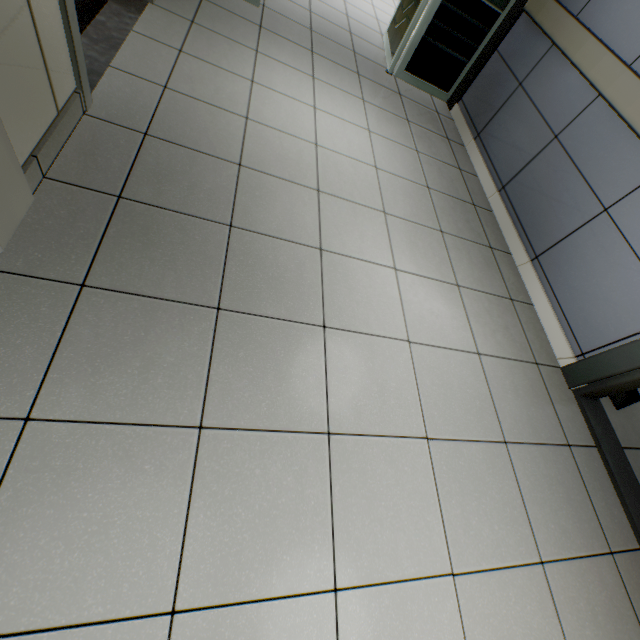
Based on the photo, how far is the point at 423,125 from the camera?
3.3 meters

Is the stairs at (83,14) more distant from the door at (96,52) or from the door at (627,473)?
the door at (627,473)

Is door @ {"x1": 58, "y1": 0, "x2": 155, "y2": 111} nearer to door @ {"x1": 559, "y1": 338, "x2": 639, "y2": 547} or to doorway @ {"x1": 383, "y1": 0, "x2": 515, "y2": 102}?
doorway @ {"x1": 383, "y1": 0, "x2": 515, "y2": 102}

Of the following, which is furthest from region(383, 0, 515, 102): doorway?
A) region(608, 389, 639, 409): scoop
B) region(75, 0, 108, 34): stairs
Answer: region(608, 389, 639, 409): scoop

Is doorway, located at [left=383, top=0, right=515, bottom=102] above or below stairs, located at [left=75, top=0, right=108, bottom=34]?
above

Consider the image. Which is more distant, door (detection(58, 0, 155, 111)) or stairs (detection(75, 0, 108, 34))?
stairs (detection(75, 0, 108, 34))

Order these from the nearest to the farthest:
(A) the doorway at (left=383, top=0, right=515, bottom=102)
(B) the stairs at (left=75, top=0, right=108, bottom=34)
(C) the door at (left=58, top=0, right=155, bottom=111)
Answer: (C) the door at (left=58, top=0, right=155, bottom=111) → (B) the stairs at (left=75, top=0, right=108, bottom=34) → (A) the doorway at (left=383, top=0, right=515, bottom=102)

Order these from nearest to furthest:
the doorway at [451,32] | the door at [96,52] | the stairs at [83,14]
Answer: the door at [96,52] → the stairs at [83,14] → the doorway at [451,32]
